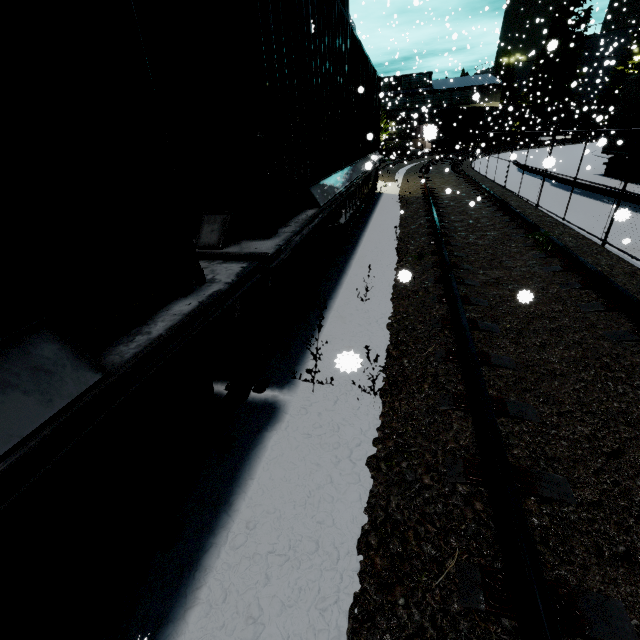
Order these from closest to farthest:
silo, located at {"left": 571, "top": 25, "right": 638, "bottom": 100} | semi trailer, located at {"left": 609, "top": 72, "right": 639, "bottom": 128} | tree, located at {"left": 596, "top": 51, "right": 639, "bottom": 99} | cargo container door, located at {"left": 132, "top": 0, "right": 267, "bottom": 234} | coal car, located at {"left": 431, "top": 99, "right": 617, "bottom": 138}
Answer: cargo container door, located at {"left": 132, "top": 0, "right": 267, "bottom": 234}
semi trailer, located at {"left": 609, "top": 72, "right": 639, "bottom": 128}
coal car, located at {"left": 431, "top": 99, "right": 617, "bottom": 138}
tree, located at {"left": 596, "top": 51, "right": 639, "bottom": 99}
silo, located at {"left": 571, "top": 25, "right": 638, "bottom": 100}

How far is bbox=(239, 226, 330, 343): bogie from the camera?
3.22m

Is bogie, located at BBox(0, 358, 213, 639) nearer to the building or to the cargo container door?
the cargo container door

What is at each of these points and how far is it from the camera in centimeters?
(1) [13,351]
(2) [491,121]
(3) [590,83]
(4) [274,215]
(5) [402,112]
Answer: (1) flatcar, 103cm
(2) coal car, 3734cm
(3) silo, 4938cm
(4) cargo container, 295cm
(5) building, 4981cm

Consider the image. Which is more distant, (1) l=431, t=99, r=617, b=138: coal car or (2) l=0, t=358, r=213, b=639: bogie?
(1) l=431, t=99, r=617, b=138: coal car

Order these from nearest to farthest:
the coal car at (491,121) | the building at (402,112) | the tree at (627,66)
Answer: the coal car at (491,121) → the tree at (627,66) → the building at (402,112)

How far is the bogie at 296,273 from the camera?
3.22m

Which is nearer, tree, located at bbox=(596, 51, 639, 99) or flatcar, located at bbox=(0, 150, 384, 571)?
flatcar, located at bbox=(0, 150, 384, 571)
